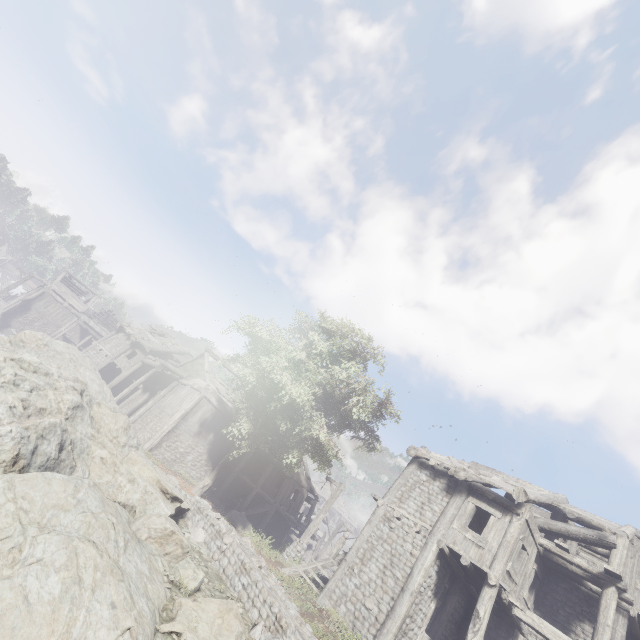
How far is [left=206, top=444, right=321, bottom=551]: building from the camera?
22.6 meters

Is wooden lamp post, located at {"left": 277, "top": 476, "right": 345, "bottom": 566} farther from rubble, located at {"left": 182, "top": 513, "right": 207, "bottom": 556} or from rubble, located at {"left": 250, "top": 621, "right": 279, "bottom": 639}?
rubble, located at {"left": 250, "top": 621, "right": 279, "bottom": 639}

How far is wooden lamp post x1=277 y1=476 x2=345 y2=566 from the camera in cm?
1636

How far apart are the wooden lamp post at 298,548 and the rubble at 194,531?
6.93m

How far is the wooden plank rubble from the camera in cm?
4969

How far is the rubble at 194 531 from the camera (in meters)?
10.22

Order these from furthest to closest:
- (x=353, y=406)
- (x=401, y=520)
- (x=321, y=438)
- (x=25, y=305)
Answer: (x=25, y=305), (x=353, y=406), (x=321, y=438), (x=401, y=520)

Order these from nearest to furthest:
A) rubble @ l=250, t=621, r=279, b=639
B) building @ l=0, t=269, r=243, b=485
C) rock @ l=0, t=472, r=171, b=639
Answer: rock @ l=0, t=472, r=171, b=639 < rubble @ l=250, t=621, r=279, b=639 < building @ l=0, t=269, r=243, b=485
